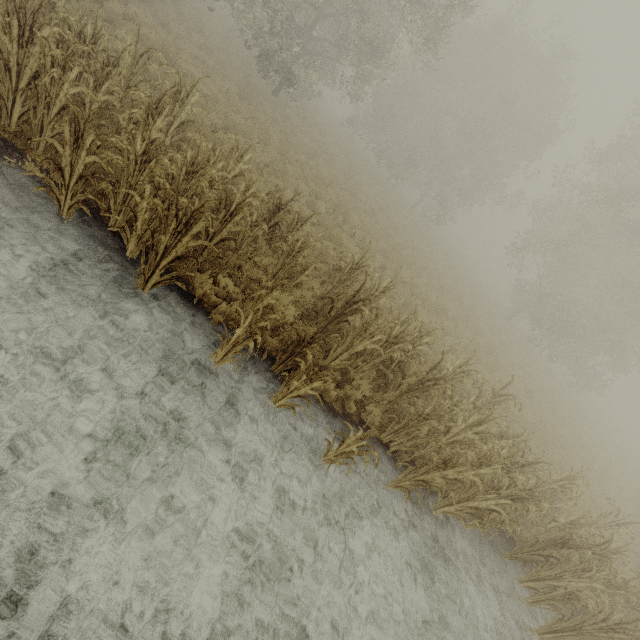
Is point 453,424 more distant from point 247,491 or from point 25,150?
point 25,150
